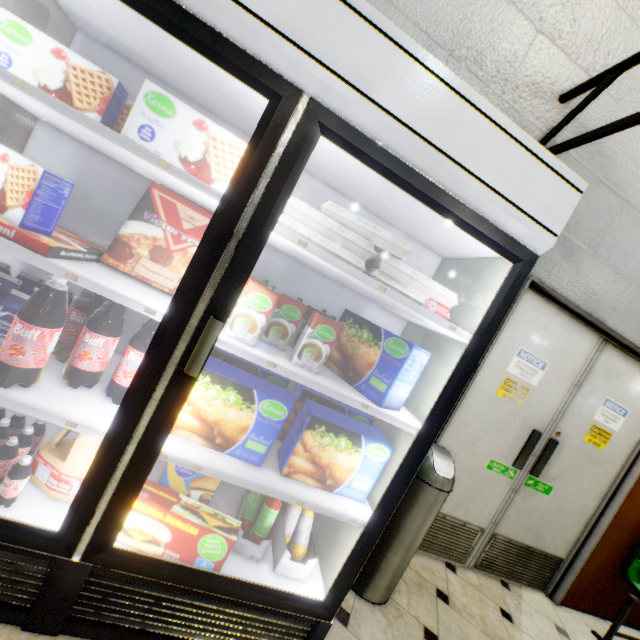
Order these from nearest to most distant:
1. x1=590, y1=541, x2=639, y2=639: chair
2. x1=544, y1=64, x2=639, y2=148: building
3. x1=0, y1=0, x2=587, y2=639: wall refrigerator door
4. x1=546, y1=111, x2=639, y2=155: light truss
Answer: x1=0, y1=0, x2=587, y2=639: wall refrigerator door
x1=546, y1=111, x2=639, y2=155: light truss
x1=544, y1=64, x2=639, y2=148: building
x1=590, y1=541, x2=639, y2=639: chair

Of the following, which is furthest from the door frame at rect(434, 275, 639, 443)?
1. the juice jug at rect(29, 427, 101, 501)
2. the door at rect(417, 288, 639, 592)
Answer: the juice jug at rect(29, 427, 101, 501)

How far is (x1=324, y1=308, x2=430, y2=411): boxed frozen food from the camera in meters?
1.3

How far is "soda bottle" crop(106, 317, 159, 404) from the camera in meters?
1.2

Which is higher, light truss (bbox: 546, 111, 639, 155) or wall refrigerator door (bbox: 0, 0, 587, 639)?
light truss (bbox: 546, 111, 639, 155)

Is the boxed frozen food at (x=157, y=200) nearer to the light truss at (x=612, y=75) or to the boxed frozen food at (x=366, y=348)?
the boxed frozen food at (x=366, y=348)

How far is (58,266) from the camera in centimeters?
96cm

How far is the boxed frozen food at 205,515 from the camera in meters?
1.2 m
